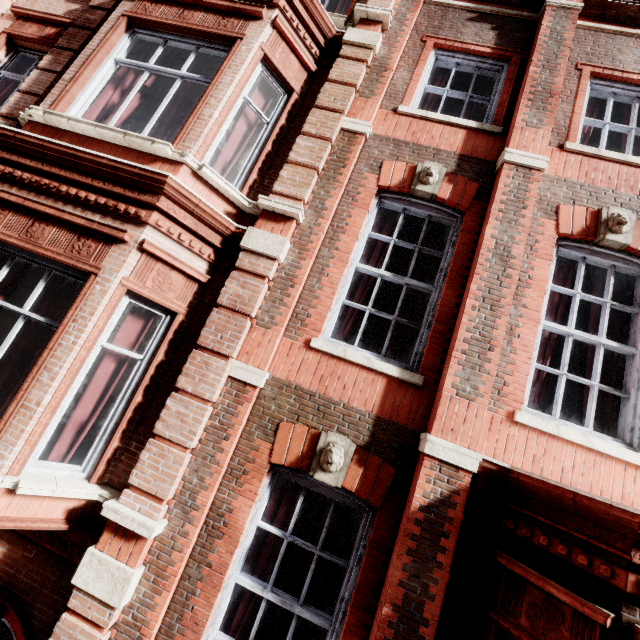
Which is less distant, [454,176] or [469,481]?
[469,481]
